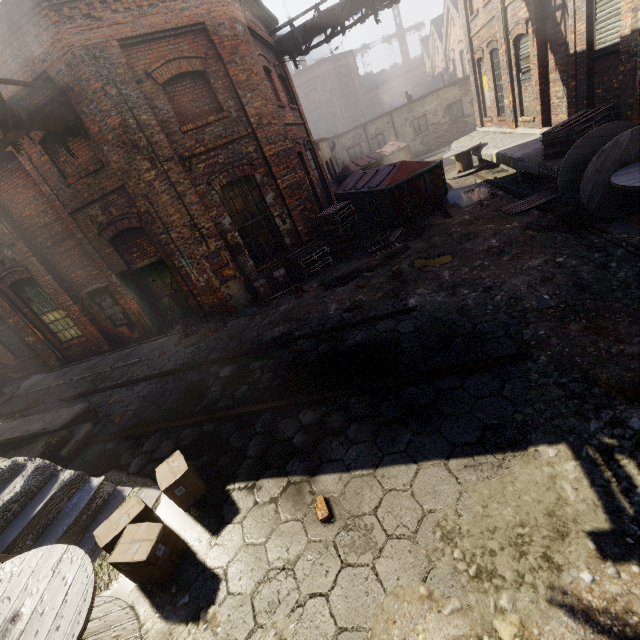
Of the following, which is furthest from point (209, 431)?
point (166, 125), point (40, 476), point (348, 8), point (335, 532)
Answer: point (348, 8)

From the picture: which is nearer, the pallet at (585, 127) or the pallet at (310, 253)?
the pallet at (585, 127)

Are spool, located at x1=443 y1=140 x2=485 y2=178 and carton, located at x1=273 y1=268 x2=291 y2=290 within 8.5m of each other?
no

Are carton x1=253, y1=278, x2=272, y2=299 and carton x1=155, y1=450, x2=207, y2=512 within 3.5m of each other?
no

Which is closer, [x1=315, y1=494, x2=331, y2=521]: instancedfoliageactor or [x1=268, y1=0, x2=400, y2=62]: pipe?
[x1=315, y1=494, x2=331, y2=521]: instancedfoliageactor

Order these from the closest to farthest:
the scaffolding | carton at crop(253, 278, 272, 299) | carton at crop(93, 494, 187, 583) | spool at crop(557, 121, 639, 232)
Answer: carton at crop(93, 494, 187, 583) → spool at crop(557, 121, 639, 232) → the scaffolding → carton at crop(253, 278, 272, 299)

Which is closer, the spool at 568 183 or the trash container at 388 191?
the spool at 568 183

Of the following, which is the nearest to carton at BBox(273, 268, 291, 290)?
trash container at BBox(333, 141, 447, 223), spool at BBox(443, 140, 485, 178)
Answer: trash container at BBox(333, 141, 447, 223)
